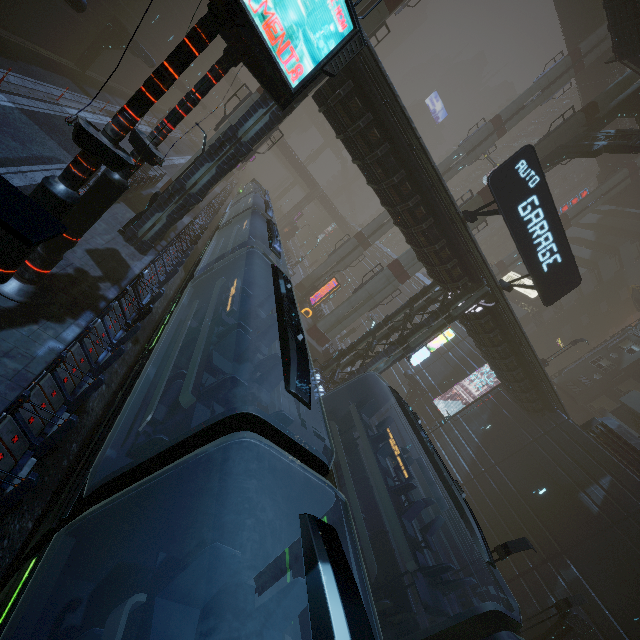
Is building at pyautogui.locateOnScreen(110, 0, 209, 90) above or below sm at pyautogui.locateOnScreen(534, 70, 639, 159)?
below

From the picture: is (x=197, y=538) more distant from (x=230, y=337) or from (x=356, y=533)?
(x=356, y=533)

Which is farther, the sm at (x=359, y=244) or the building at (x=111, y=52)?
the sm at (x=359, y=244)

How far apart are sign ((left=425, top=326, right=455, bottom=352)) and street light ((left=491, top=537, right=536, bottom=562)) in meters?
10.2

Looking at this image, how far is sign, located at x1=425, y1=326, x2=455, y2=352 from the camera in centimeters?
1920cm

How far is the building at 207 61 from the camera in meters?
41.2

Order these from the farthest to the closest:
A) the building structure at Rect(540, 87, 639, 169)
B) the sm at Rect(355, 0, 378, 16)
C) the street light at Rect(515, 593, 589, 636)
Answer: the building structure at Rect(540, 87, 639, 169), the sm at Rect(355, 0, 378, 16), the street light at Rect(515, 593, 589, 636)

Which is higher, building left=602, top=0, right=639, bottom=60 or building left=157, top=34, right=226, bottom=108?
building left=602, top=0, right=639, bottom=60
